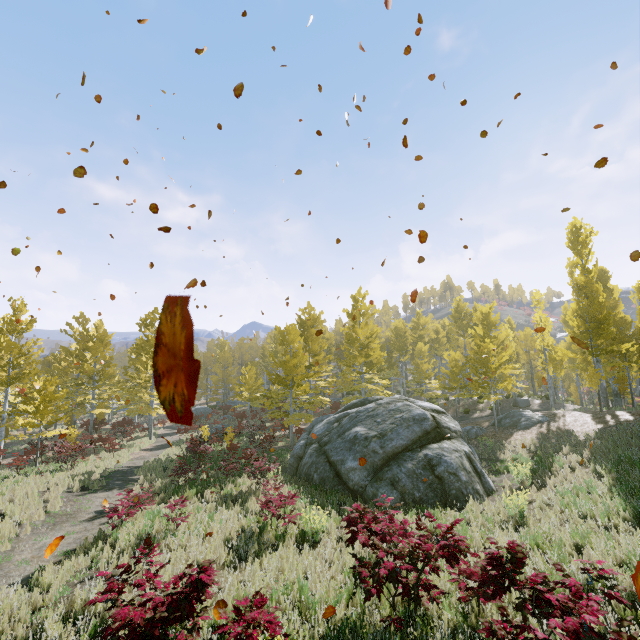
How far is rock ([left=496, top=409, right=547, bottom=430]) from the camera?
19.38m

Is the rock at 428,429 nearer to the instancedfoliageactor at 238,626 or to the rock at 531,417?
the instancedfoliageactor at 238,626

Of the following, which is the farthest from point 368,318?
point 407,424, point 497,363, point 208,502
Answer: point 208,502

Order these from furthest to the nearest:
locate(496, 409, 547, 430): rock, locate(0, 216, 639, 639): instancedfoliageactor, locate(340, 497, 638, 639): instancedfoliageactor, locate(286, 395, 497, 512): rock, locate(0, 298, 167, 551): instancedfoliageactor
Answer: locate(496, 409, 547, 430): rock, locate(0, 298, 167, 551): instancedfoliageactor, locate(286, 395, 497, 512): rock, locate(0, 216, 639, 639): instancedfoliageactor, locate(340, 497, 638, 639): instancedfoliageactor

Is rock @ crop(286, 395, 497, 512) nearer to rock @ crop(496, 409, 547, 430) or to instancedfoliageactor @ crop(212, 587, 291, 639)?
instancedfoliageactor @ crop(212, 587, 291, 639)

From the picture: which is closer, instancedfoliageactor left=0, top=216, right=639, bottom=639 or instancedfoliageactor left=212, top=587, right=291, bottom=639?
instancedfoliageactor left=212, top=587, right=291, bottom=639

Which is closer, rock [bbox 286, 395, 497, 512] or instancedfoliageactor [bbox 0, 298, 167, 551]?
rock [bbox 286, 395, 497, 512]

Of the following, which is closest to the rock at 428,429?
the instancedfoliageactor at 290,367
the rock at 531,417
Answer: the instancedfoliageactor at 290,367
